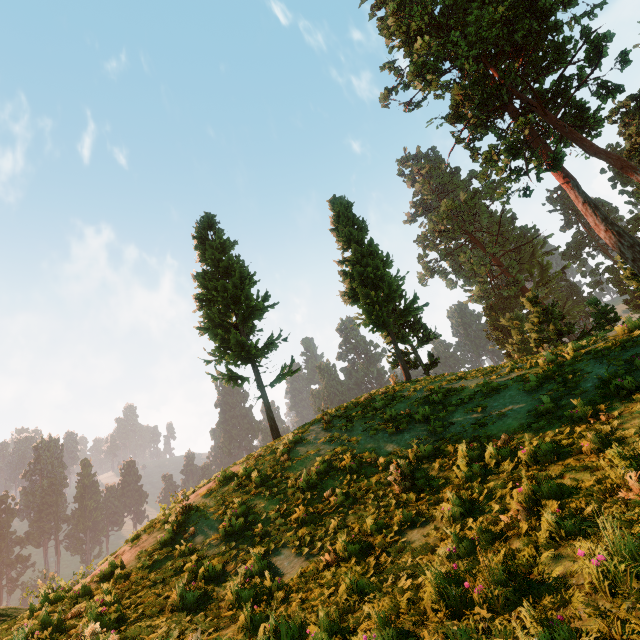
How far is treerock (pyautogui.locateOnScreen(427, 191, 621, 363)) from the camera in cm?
2223

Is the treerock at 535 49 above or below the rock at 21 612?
above

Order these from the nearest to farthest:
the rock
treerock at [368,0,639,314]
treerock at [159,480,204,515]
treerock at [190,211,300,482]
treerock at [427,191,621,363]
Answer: the rock < treerock at [159,480,204,515] < treerock at [190,211,300,482] < treerock at [368,0,639,314] < treerock at [427,191,621,363]

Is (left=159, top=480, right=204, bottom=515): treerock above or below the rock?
above

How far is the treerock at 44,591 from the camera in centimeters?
793cm

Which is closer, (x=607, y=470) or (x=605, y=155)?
(x=607, y=470)

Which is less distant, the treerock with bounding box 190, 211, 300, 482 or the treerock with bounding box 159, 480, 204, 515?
the treerock with bounding box 159, 480, 204, 515
